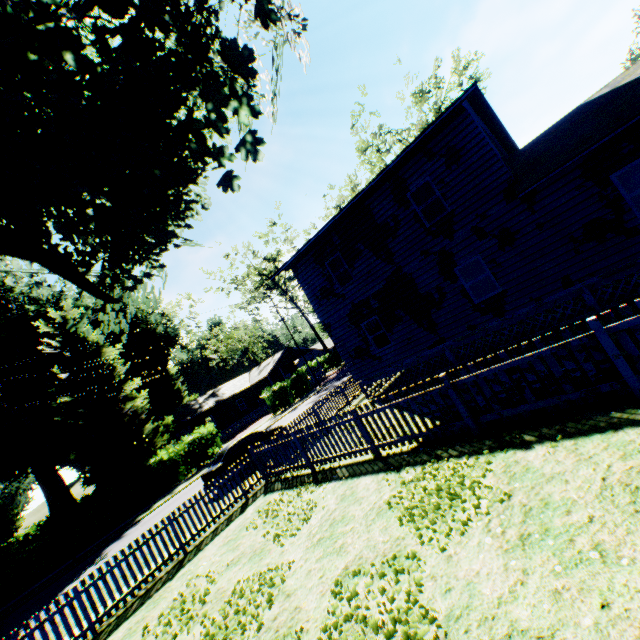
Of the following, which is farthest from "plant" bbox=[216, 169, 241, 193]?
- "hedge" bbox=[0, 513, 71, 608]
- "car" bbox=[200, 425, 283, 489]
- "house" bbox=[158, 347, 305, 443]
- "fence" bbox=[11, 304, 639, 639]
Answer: "house" bbox=[158, 347, 305, 443]

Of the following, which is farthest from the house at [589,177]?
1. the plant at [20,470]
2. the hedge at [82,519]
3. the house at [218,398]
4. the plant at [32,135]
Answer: the plant at [20,470]

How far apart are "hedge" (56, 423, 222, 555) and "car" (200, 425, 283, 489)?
11.1 meters

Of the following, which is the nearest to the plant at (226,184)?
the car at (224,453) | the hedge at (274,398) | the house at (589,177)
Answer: the house at (589,177)

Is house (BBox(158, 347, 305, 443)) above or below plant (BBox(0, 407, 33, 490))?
below

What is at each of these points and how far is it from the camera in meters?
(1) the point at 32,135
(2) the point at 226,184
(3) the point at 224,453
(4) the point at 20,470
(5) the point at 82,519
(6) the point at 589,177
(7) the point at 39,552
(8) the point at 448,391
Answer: (1) plant, 6.2
(2) plant, 8.0
(3) car, 15.2
(4) plant, 49.0
(5) hedge, 20.5
(6) house, 9.6
(7) hedge, 18.7
(8) fence, 7.2

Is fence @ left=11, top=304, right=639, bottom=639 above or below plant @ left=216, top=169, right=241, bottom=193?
below

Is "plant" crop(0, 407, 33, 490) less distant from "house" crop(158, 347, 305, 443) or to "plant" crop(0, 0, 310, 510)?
"house" crop(158, 347, 305, 443)
